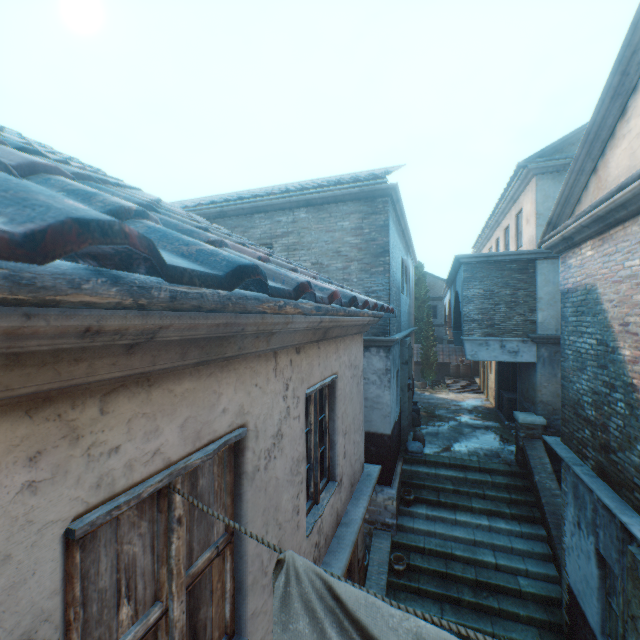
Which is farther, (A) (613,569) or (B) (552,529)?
(B) (552,529)

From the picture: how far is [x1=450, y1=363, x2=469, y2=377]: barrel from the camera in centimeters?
2436cm

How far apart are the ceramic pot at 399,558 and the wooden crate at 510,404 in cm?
854

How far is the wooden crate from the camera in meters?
13.6 m

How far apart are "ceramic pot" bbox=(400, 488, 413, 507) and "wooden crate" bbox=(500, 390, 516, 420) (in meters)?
7.00

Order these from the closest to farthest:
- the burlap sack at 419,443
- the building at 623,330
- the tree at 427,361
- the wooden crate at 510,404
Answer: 1. the building at 623,330
2. the burlap sack at 419,443
3. the wooden crate at 510,404
4. the tree at 427,361

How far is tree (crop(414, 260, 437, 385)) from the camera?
25.20m

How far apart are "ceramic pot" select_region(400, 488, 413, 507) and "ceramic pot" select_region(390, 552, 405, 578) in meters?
1.4 m
